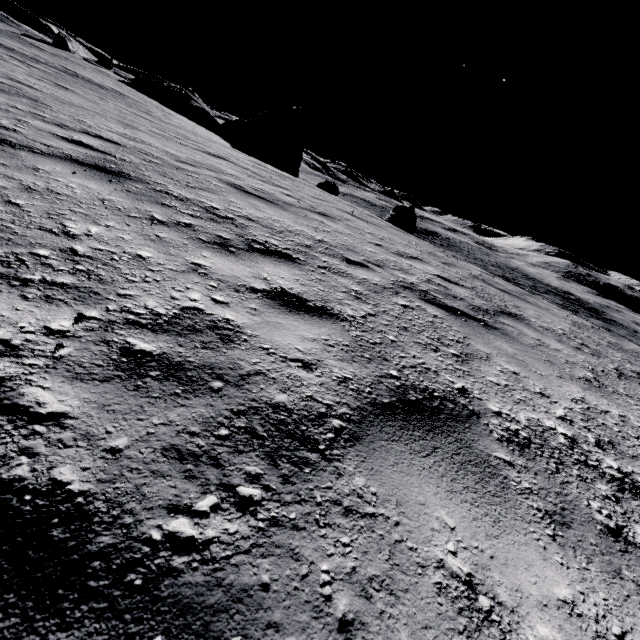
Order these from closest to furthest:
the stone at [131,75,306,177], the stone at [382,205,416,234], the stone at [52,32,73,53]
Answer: the stone at [382,205,416,234] → the stone at [131,75,306,177] → the stone at [52,32,73,53]

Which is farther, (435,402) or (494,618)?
(435,402)

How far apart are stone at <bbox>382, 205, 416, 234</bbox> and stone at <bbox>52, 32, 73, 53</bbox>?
37.81m

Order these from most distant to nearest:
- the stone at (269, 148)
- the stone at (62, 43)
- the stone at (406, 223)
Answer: the stone at (62, 43) → the stone at (269, 148) → the stone at (406, 223)

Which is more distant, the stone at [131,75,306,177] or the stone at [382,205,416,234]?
the stone at [131,75,306,177]

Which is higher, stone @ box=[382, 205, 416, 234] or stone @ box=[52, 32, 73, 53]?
stone @ box=[52, 32, 73, 53]

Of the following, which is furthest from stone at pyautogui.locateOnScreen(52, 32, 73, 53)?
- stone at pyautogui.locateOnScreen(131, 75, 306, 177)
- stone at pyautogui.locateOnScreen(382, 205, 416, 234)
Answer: stone at pyautogui.locateOnScreen(382, 205, 416, 234)

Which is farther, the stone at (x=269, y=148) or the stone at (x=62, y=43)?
the stone at (x=62, y=43)
